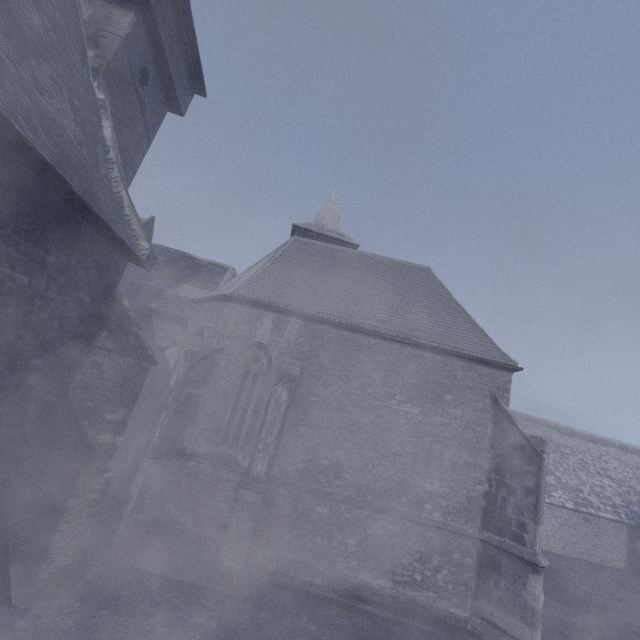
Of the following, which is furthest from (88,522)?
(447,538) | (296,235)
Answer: (296,235)
